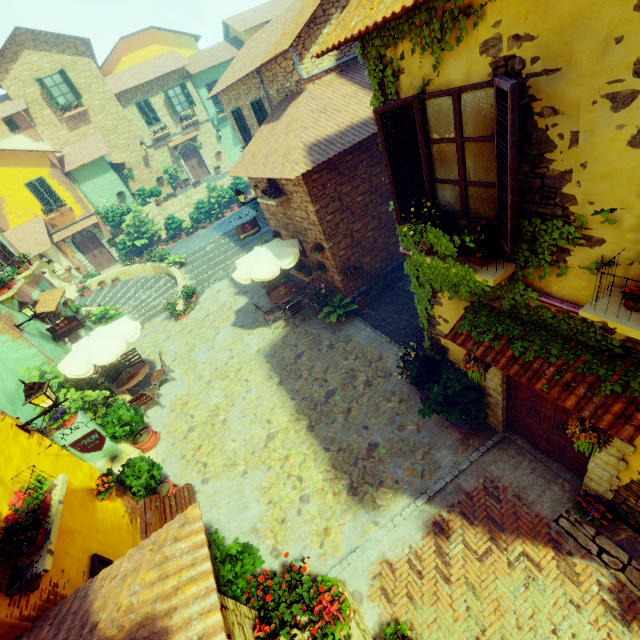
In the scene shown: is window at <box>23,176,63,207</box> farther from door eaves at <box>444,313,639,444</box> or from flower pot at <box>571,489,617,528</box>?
flower pot at <box>571,489,617,528</box>

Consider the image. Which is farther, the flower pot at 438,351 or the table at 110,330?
the table at 110,330

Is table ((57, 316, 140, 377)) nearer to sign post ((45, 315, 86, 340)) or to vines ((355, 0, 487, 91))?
sign post ((45, 315, 86, 340))

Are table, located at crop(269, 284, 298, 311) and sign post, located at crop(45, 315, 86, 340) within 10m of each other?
yes

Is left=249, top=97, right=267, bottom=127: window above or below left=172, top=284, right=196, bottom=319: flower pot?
above

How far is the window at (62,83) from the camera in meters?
20.2 m

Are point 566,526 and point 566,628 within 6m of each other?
yes

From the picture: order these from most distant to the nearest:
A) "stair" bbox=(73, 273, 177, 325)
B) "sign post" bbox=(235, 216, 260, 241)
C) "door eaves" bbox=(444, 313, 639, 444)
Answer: "stair" bbox=(73, 273, 177, 325) → "sign post" bbox=(235, 216, 260, 241) → "door eaves" bbox=(444, 313, 639, 444)
